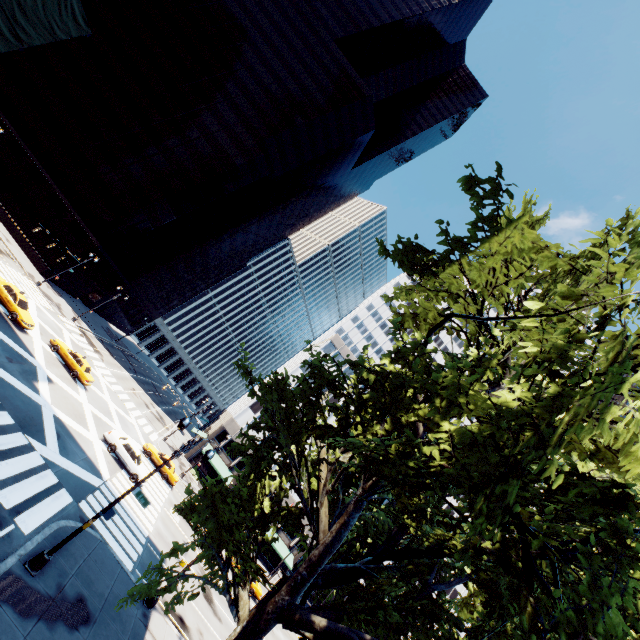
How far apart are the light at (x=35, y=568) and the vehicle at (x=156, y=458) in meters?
22.2 m

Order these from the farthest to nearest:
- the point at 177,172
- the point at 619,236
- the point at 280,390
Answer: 1. the point at 177,172
2. the point at 280,390
3. the point at 619,236

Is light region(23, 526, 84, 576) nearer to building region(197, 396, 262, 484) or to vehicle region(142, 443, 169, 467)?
vehicle region(142, 443, 169, 467)

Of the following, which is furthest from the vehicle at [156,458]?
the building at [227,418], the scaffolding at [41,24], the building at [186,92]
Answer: the scaffolding at [41,24]

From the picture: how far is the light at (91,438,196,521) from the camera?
13.0m

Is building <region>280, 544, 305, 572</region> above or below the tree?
below

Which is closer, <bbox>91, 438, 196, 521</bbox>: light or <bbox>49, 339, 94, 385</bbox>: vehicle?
<bbox>91, 438, 196, 521</bbox>: light

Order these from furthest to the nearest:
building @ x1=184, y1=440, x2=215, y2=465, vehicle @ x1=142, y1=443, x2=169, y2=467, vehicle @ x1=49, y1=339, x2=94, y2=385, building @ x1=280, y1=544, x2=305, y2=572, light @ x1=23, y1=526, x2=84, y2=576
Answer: building @ x1=184, y1=440, x2=215, y2=465 < building @ x1=280, y1=544, x2=305, y2=572 < vehicle @ x1=142, y1=443, x2=169, y2=467 < vehicle @ x1=49, y1=339, x2=94, y2=385 < light @ x1=23, y1=526, x2=84, y2=576
